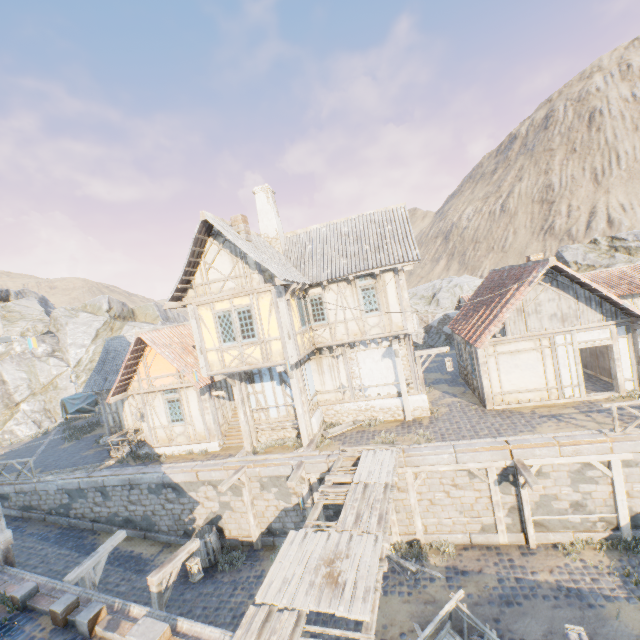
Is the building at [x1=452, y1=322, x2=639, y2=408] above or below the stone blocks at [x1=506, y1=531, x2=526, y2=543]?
above

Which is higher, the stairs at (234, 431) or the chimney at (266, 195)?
the chimney at (266, 195)

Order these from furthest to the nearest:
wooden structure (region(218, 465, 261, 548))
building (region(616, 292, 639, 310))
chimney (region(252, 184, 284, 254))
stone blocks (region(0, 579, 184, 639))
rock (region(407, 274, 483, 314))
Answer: rock (region(407, 274, 483, 314))
building (region(616, 292, 639, 310))
chimney (region(252, 184, 284, 254))
wooden structure (region(218, 465, 261, 548))
stone blocks (region(0, 579, 184, 639))

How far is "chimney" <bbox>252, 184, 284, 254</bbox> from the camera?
16.2 meters

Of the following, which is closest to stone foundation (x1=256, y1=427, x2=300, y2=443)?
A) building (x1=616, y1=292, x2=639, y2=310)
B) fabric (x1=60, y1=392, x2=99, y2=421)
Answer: building (x1=616, y1=292, x2=639, y2=310)

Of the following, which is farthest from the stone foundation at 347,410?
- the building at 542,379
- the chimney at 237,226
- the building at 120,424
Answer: the chimney at 237,226

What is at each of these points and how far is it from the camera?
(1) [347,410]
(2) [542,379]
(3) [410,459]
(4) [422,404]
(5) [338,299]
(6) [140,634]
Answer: (1) stone foundation, 15.55m
(2) building, 13.60m
(3) stone blocks, 11.46m
(4) stone foundation, 14.73m
(5) building, 14.77m
(6) stone blocks, 6.17m

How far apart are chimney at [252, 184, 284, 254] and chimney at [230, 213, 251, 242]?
3.0m
